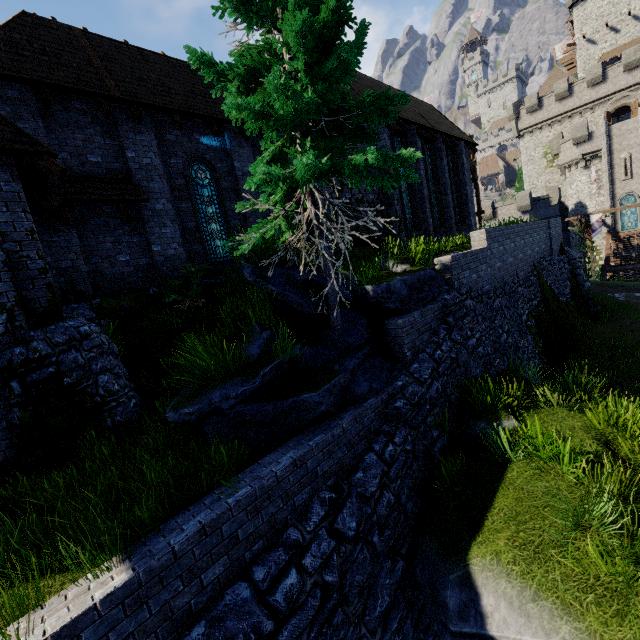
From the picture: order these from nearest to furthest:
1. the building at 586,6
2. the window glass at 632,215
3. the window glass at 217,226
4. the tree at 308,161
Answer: the tree at 308,161 → the window glass at 217,226 → the window glass at 632,215 → the building at 586,6

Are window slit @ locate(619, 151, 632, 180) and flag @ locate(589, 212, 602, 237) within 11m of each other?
yes

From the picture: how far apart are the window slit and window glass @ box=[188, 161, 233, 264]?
43.64m

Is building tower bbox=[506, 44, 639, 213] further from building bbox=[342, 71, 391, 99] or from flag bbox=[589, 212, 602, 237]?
building bbox=[342, 71, 391, 99]

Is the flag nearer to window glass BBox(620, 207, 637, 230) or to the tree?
window glass BBox(620, 207, 637, 230)

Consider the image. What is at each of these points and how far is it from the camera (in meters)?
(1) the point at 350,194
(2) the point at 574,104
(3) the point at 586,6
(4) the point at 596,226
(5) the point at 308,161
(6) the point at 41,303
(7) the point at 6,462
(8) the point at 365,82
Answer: (1) building, 13.19
(2) building tower, 37.84
(3) building, 42.75
(4) flag, 29.42
(5) tree, 4.89
(6) building, 6.40
(7) building, 5.84
(8) building, 15.76

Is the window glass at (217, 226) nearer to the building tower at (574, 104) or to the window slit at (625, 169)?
the window slit at (625, 169)

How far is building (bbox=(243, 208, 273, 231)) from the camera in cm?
1302
